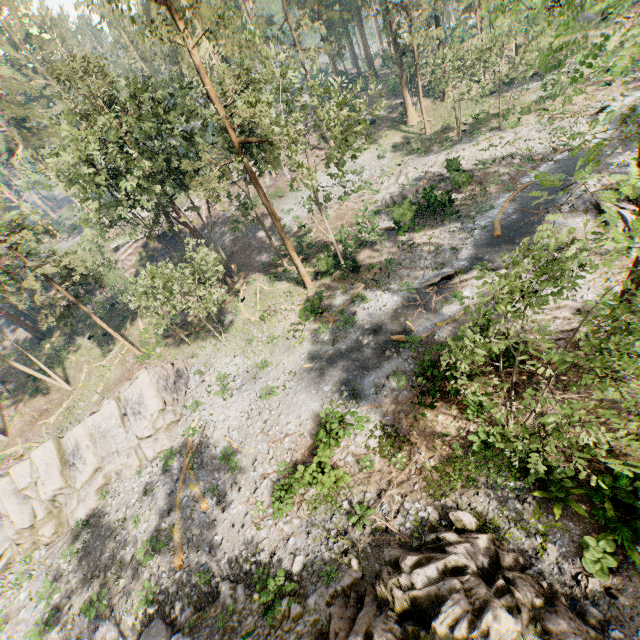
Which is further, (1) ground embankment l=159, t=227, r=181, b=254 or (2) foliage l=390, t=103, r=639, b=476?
(1) ground embankment l=159, t=227, r=181, b=254

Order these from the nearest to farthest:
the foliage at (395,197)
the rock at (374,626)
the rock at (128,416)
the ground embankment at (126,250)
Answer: the rock at (374,626), the rock at (128,416), the foliage at (395,197), the ground embankment at (126,250)

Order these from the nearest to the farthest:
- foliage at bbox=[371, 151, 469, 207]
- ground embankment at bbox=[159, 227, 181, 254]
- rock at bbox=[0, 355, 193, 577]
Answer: rock at bbox=[0, 355, 193, 577] < foliage at bbox=[371, 151, 469, 207] < ground embankment at bbox=[159, 227, 181, 254]

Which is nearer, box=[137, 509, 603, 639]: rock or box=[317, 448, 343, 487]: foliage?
box=[137, 509, 603, 639]: rock

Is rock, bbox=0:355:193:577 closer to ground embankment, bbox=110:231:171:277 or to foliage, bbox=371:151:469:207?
foliage, bbox=371:151:469:207

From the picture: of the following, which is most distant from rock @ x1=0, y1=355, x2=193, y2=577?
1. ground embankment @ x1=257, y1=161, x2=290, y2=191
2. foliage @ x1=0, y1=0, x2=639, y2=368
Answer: ground embankment @ x1=257, y1=161, x2=290, y2=191

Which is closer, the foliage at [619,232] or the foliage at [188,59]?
the foliage at [619,232]

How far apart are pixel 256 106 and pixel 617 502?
23.7m
